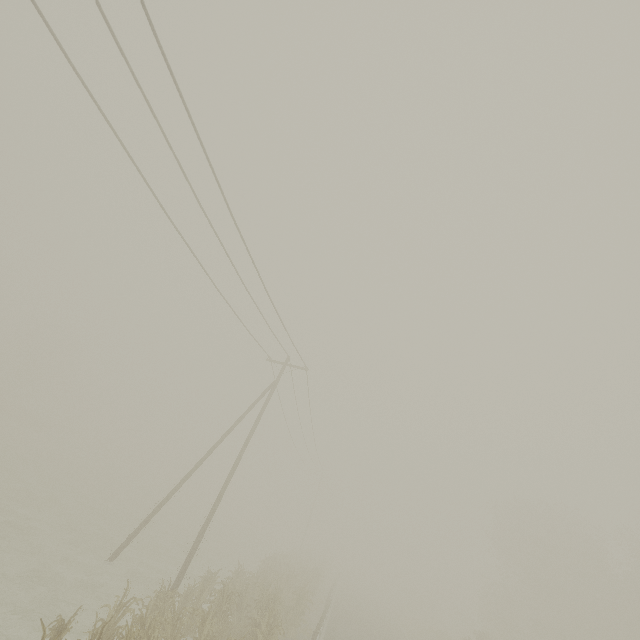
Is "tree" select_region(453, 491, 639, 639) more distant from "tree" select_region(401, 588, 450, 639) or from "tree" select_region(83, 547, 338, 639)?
"tree" select_region(83, 547, 338, 639)

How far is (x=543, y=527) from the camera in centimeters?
3769cm

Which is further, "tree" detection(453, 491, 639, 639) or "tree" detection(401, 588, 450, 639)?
"tree" detection(401, 588, 450, 639)

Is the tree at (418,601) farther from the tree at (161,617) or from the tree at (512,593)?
the tree at (161,617)

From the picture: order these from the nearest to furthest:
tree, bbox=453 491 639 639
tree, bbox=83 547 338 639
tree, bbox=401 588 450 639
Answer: tree, bbox=83 547 338 639 → tree, bbox=453 491 639 639 → tree, bbox=401 588 450 639

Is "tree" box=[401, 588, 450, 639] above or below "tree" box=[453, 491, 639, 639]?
below

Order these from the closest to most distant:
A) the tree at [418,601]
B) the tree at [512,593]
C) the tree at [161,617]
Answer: the tree at [161,617], the tree at [512,593], the tree at [418,601]

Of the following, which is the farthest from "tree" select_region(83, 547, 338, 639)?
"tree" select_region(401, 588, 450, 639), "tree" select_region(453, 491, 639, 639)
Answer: "tree" select_region(401, 588, 450, 639)
